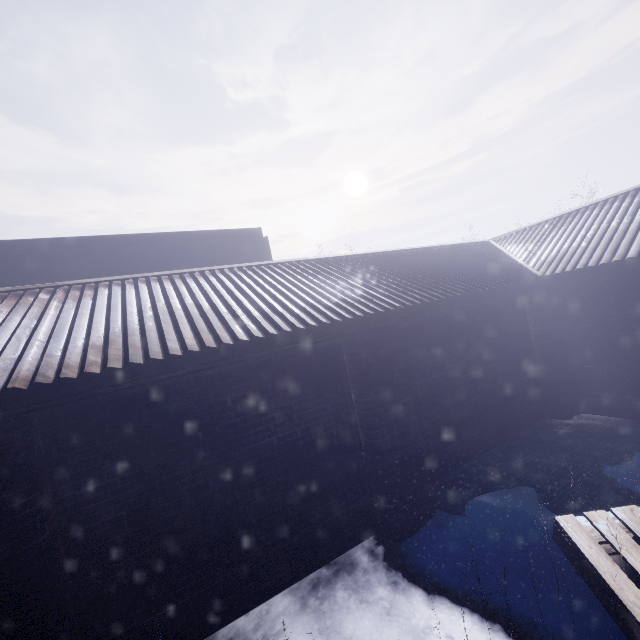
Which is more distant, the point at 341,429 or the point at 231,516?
the point at 341,429
